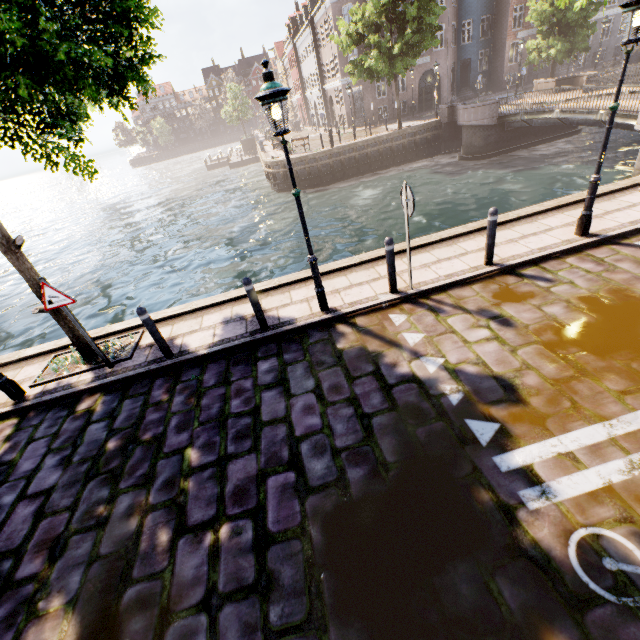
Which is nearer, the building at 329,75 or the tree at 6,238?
the tree at 6,238

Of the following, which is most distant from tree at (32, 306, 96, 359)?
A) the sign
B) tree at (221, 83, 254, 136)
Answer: tree at (221, 83, 254, 136)

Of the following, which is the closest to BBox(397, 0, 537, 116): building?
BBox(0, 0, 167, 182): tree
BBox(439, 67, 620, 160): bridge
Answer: BBox(0, 0, 167, 182): tree

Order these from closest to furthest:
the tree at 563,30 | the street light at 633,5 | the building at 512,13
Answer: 1. the street light at 633,5
2. the tree at 563,30
3. the building at 512,13

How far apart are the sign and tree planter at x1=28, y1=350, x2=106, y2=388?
1.4 meters

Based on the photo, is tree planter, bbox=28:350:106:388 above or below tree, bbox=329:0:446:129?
below

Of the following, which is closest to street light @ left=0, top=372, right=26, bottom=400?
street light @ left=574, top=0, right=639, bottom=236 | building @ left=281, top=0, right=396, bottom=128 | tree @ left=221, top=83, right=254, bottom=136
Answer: street light @ left=574, top=0, right=639, bottom=236

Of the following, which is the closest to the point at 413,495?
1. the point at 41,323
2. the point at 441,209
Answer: the point at 441,209
